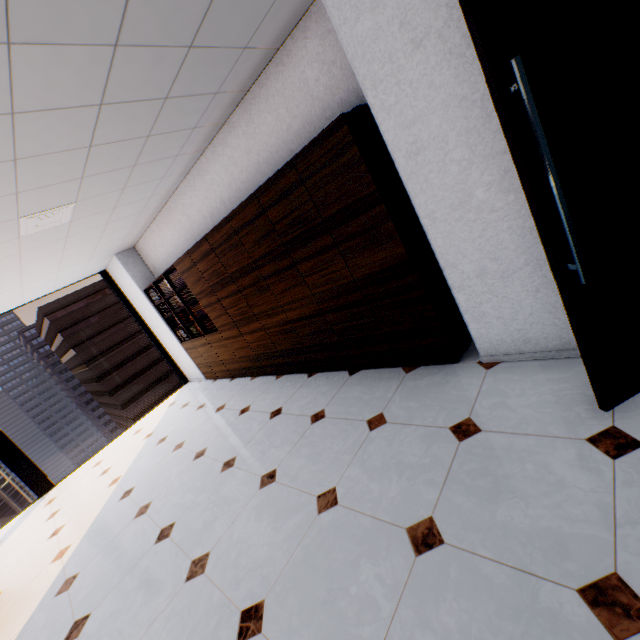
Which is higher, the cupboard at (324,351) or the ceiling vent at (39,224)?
the ceiling vent at (39,224)

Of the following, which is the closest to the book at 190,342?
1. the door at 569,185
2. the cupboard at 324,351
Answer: the cupboard at 324,351

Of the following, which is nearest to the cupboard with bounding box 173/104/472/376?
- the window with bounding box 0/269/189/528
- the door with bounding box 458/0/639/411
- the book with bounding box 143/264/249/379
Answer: the book with bounding box 143/264/249/379

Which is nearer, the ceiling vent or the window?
the ceiling vent

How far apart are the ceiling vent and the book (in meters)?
1.51

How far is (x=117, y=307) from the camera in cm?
5609

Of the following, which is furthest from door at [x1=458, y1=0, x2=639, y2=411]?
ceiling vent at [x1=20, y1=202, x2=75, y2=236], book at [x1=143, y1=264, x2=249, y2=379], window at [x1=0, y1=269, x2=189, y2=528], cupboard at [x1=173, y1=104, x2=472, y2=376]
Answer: window at [x1=0, y1=269, x2=189, y2=528]

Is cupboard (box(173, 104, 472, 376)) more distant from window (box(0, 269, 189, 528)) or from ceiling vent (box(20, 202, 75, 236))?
window (box(0, 269, 189, 528))
